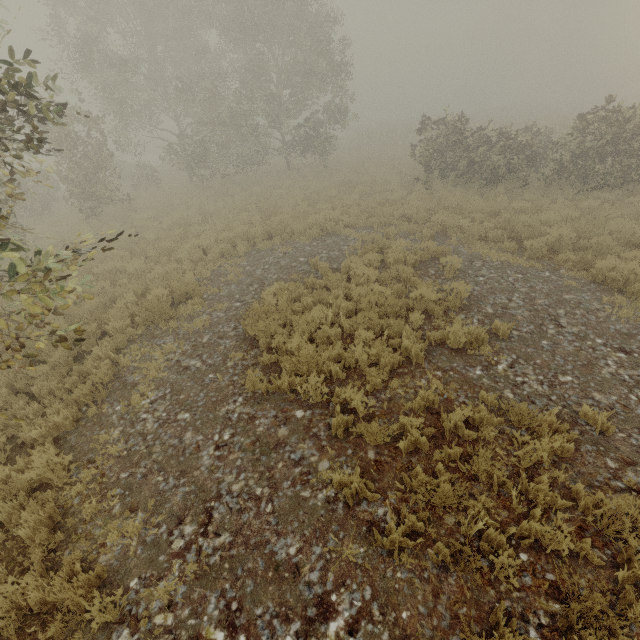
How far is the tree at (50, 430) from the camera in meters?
5.6

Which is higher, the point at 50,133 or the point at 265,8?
the point at 265,8

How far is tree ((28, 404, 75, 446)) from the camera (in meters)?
5.62
